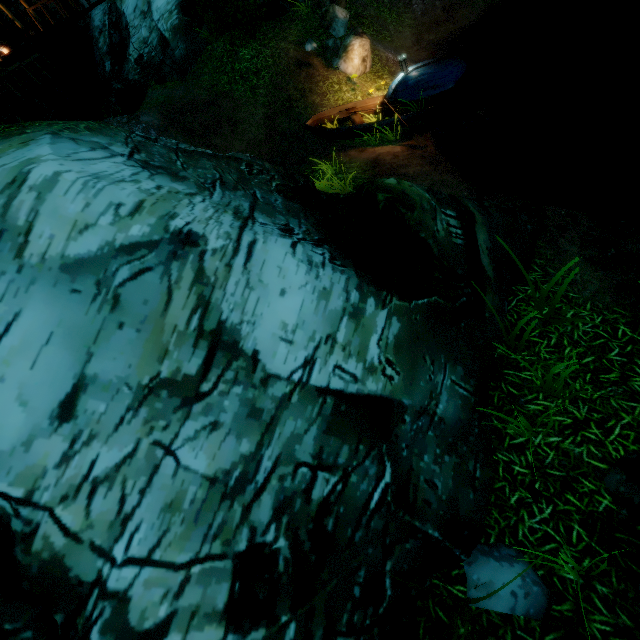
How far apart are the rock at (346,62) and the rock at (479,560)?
13.6 meters

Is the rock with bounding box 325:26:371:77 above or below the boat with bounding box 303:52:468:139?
above

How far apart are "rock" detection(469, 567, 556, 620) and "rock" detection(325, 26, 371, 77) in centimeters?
1362cm

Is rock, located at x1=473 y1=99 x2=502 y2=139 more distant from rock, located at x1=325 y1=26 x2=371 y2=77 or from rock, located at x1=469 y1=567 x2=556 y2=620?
rock, located at x1=469 y1=567 x2=556 y2=620

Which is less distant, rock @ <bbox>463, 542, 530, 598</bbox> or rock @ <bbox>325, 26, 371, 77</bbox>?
rock @ <bbox>463, 542, 530, 598</bbox>

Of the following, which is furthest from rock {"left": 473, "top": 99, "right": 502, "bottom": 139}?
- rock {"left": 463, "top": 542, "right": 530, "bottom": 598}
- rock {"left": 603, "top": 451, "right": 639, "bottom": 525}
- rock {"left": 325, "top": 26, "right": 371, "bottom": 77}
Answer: rock {"left": 463, "top": 542, "right": 530, "bottom": 598}

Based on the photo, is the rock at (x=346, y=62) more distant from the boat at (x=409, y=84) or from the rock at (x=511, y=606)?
the rock at (x=511, y=606)

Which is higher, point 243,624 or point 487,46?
point 243,624
